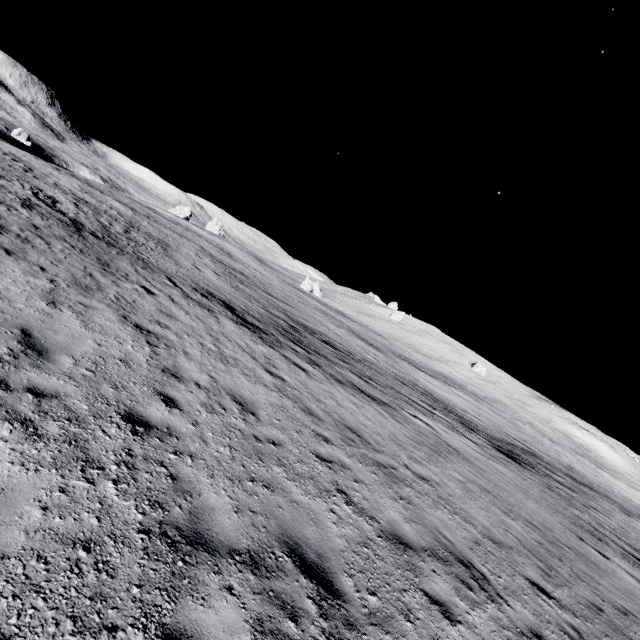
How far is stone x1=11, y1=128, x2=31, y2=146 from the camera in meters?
53.3 m

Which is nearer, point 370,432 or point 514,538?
point 514,538

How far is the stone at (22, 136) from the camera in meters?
53.3 m
